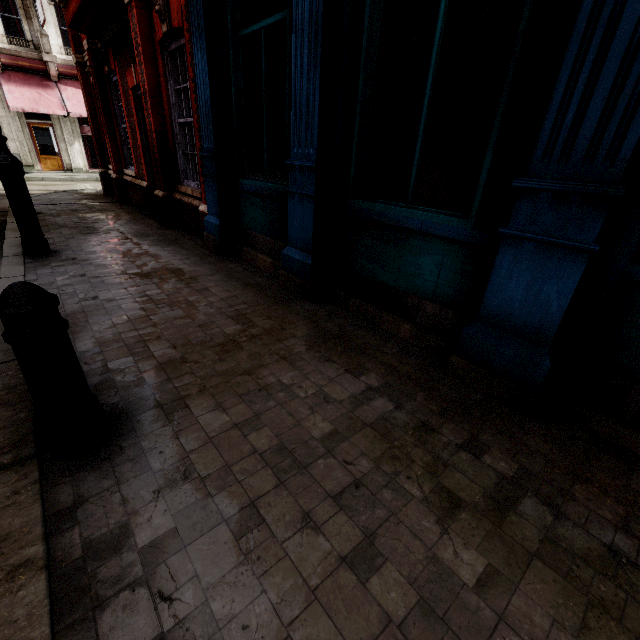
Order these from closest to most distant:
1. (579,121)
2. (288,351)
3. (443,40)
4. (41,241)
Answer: (579,121), (288,351), (443,40), (41,241)

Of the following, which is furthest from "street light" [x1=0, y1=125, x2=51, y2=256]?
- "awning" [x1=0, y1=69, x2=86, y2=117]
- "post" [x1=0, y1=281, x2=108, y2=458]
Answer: "awning" [x1=0, y1=69, x2=86, y2=117]

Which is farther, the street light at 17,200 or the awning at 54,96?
the awning at 54,96

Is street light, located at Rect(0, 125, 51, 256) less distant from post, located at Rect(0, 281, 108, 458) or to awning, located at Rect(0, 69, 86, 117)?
post, located at Rect(0, 281, 108, 458)

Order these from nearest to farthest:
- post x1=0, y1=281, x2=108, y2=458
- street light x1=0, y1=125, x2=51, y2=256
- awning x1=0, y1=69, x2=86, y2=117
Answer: post x1=0, y1=281, x2=108, y2=458 < street light x1=0, y1=125, x2=51, y2=256 < awning x1=0, y1=69, x2=86, y2=117

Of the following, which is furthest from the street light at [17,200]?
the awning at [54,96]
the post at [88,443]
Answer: the awning at [54,96]
